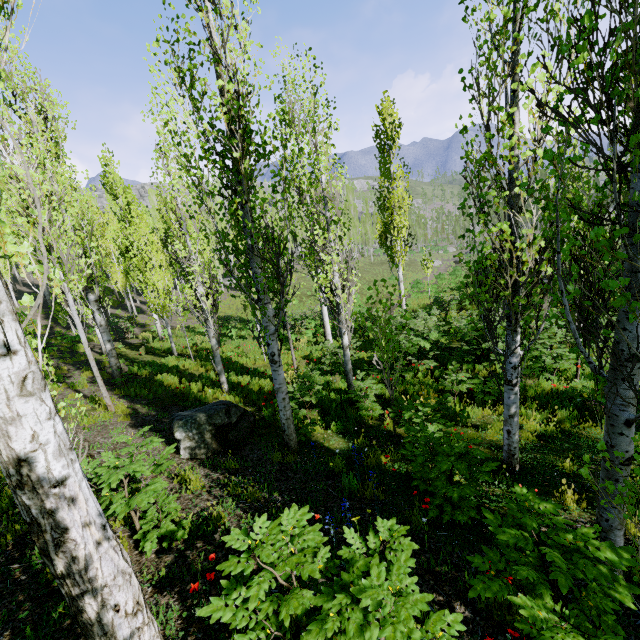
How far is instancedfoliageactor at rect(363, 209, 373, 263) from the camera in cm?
5716

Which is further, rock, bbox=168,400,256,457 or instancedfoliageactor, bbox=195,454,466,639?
rock, bbox=168,400,256,457

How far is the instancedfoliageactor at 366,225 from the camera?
57.2m

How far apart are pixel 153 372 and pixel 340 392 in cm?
829

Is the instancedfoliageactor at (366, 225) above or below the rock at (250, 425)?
above

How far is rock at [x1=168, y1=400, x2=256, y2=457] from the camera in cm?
600

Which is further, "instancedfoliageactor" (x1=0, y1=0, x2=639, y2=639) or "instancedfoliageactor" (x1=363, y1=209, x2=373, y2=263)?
"instancedfoliageactor" (x1=363, y1=209, x2=373, y2=263)
